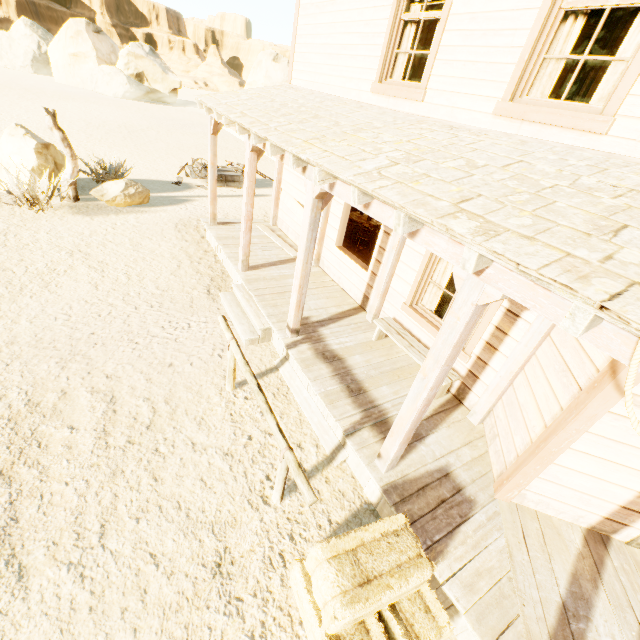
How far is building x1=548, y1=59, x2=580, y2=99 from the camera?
9.5m

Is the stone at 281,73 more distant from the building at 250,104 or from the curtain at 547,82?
the curtain at 547,82

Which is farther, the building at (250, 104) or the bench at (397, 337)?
the bench at (397, 337)

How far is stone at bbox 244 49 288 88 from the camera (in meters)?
39.19

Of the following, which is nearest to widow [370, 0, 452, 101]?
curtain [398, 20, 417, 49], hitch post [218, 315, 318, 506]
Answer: curtain [398, 20, 417, 49]

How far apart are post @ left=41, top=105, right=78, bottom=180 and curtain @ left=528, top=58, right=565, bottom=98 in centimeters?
1053cm

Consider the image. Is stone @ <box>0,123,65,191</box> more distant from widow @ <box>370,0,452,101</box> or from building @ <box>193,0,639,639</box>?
widow @ <box>370,0,452,101</box>

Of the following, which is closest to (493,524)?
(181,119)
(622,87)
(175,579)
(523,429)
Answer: (523,429)
